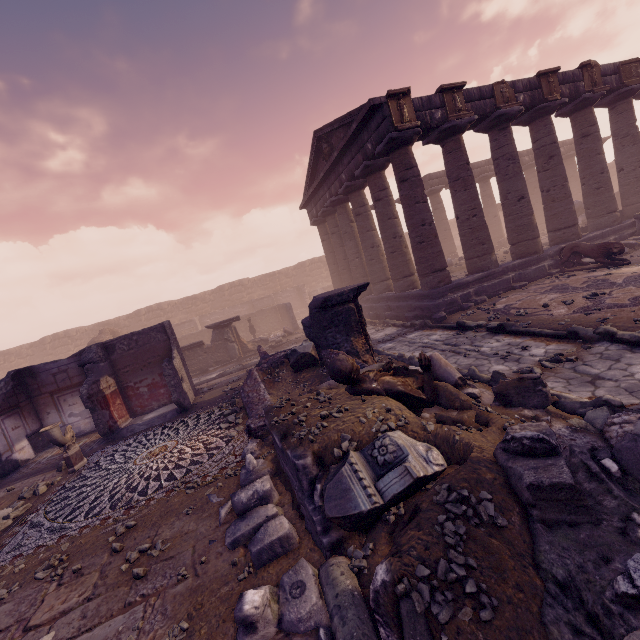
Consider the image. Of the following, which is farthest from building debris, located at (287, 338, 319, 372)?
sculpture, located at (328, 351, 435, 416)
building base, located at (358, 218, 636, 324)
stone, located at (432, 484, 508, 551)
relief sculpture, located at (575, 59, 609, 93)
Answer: relief sculpture, located at (575, 59, 609, 93)

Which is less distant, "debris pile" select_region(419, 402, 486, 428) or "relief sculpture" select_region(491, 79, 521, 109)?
"debris pile" select_region(419, 402, 486, 428)

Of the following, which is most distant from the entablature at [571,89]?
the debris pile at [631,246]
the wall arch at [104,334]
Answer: the wall arch at [104,334]

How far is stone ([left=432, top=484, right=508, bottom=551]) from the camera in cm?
210

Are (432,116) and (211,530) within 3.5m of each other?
no

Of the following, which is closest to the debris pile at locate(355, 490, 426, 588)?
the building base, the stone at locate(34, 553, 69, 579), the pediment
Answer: the stone at locate(34, 553, 69, 579)

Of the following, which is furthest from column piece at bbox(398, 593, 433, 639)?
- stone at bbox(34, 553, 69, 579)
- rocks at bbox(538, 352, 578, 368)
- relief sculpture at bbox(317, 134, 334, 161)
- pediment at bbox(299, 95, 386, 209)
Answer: relief sculpture at bbox(317, 134, 334, 161)

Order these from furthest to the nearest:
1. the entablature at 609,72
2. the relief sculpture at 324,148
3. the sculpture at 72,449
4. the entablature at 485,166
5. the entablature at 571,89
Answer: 1. the entablature at 485,166
2. the relief sculpture at 324,148
3. the entablature at 609,72
4. the entablature at 571,89
5. the sculpture at 72,449
